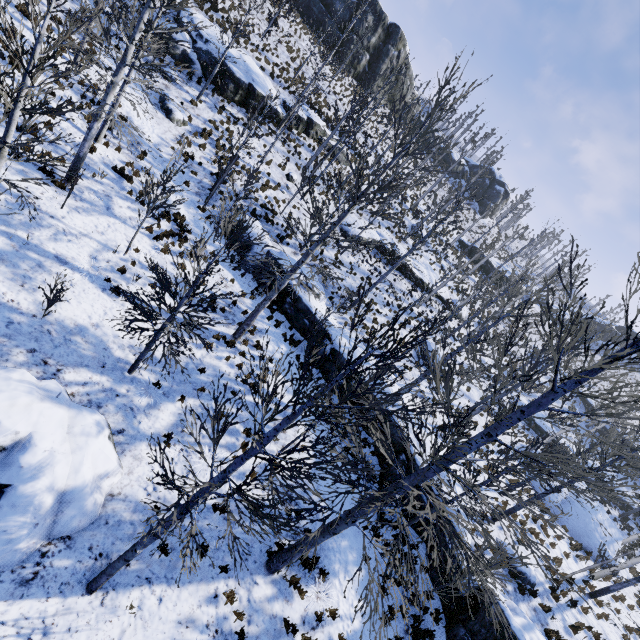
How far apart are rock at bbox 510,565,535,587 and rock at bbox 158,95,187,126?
26.8m

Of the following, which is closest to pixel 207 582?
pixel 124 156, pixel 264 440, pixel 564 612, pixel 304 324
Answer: pixel 264 440

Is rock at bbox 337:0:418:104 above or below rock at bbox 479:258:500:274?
above

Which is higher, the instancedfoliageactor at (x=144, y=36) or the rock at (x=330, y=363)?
the instancedfoliageactor at (x=144, y=36)

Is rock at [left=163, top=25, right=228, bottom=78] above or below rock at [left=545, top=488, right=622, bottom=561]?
above

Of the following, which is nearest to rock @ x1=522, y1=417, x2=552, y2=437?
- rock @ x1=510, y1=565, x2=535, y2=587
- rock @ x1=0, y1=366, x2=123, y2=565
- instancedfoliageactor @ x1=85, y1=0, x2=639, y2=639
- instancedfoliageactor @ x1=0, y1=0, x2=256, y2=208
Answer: instancedfoliageactor @ x1=0, y1=0, x2=256, y2=208

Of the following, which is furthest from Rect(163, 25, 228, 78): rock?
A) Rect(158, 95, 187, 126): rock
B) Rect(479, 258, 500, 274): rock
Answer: Rect(479, 258, 500, 274): rock

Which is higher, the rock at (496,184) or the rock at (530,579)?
the rock at (496,184)
